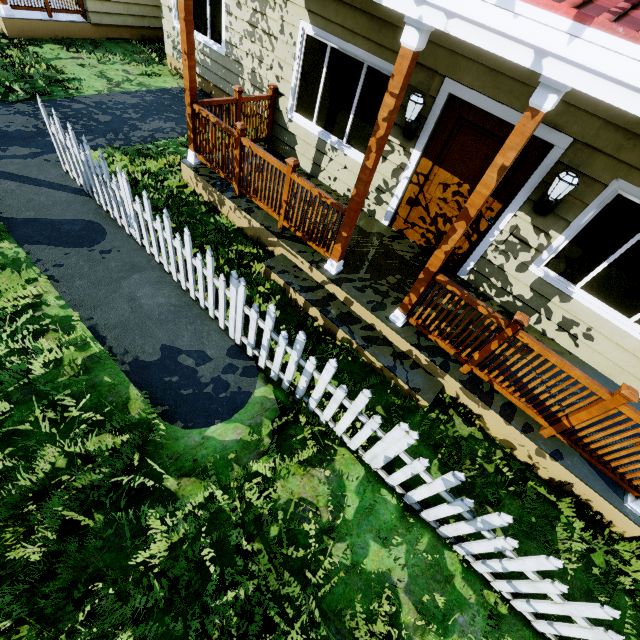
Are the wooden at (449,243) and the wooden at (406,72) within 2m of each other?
yes

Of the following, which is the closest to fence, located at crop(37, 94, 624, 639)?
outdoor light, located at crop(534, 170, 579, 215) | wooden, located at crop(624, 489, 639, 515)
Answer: wooden, located at crop(624, 489, 639, 515)

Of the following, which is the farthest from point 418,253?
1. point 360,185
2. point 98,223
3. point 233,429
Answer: point 98,223

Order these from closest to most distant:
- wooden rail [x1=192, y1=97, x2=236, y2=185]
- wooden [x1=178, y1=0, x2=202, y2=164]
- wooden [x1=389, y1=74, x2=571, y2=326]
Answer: wooden [x1=389, y1=74, x2=571, y2=326] → wooden [x1=178, y1=0, x2=202, y2=164] → wooden rail [x1=192, y1=97, x2=236, y2=185]

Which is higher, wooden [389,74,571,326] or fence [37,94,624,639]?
wooden [389,74,571,326]

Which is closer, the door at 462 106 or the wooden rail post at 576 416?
the wooden rail post at 576 416

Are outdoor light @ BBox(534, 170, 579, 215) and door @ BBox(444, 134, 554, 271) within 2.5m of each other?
yes

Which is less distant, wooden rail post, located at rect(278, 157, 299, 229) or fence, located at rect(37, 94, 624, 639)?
fence, located at rect(37, 94, 624, 639)
